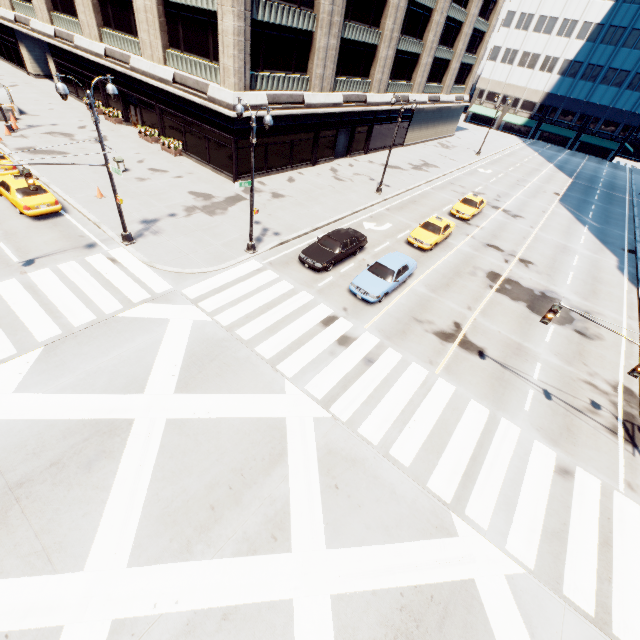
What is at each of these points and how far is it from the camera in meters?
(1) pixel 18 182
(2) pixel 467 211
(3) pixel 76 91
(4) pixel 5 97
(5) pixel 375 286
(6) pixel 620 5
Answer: (1) vehicle, 18.0 m
(2) vehicle, 28.0 m
(3) building, 35.7 m
(4) fence, 28.6 m
(5) vehicle, 17.0 m
(6) building, 56.5 m

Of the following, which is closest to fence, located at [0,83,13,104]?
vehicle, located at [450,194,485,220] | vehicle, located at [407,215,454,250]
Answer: vehicle, located at [407,215,454,250]

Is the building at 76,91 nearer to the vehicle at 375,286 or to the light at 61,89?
the light at 61,89

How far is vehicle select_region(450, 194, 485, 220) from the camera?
27.95m

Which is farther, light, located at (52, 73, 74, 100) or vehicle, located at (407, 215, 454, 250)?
vehicle, located at (407, 215, 454, 250)

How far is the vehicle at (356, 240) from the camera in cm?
1830

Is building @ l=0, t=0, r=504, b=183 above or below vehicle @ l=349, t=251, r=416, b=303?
above

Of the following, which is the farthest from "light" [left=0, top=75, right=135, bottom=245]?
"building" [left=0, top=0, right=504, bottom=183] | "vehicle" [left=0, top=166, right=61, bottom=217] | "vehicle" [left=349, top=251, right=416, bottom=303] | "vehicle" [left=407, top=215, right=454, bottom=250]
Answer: "vehicle" [left=407, top=215, right=454, bottom=250]
